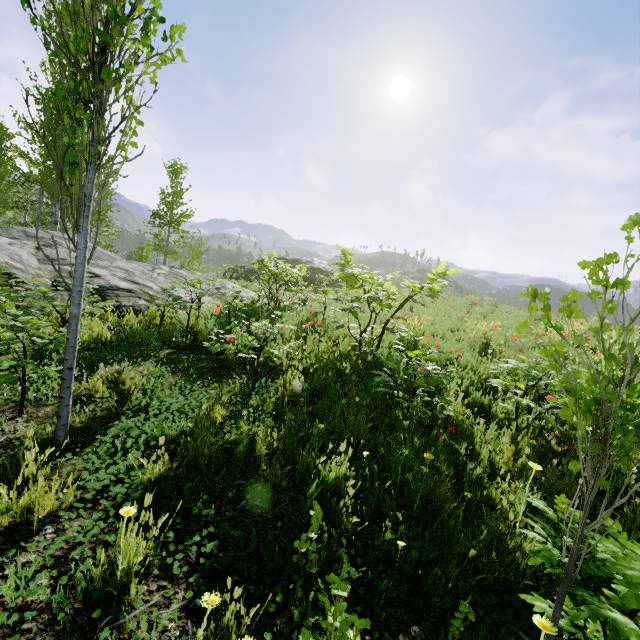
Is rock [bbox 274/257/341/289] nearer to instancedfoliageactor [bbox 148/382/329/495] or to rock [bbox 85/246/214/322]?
rock [bbox 85/246/214/322]

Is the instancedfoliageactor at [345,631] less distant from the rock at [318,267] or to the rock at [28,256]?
the rock at [28,256]

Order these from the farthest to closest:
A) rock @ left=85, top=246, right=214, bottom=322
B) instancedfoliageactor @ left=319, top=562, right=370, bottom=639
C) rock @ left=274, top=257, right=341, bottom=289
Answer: rock @ left=274, top=257, right=341, bottom=289
rock @ left=85, top=246, right=214, bottom=322
instancedfoliageactor @ left=319, top=562, right=370, bottom=639

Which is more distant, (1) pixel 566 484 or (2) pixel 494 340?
(2) pixel 494 340

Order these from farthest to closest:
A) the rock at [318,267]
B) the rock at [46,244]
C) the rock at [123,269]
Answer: the rock at [318,267] → the rock at [46,244] → the rock at [123,269]
